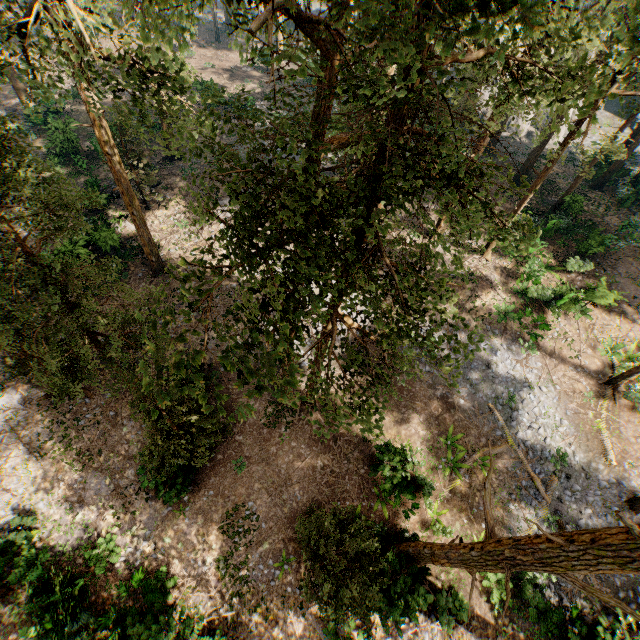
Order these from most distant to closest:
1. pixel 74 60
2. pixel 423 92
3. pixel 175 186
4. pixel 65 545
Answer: pixel 423 92 → pixel 175 186 → pixel 65 545 → pixel 74 60

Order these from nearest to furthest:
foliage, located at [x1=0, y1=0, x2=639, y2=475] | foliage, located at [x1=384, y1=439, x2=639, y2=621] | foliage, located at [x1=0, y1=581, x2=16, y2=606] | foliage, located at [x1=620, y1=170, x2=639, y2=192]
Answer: foliage, located at [x1=0, y1=0, x2=639, y2=475] < foliage, located at [x1=384, y1=439, x2=639, y2=621] < foliage, located at [x1=0, y1=581, x2=16, y2=606] < foliage, located at [x1=620, y1=170, x2=639, y2=192]

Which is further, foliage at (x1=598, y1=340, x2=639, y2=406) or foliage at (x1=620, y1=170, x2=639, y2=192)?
foliage at (x1=620, y1=170, x2=639, y2=192)

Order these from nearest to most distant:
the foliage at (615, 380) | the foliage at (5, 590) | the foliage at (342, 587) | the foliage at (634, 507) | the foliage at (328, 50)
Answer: the foliage at (328, 50) < the foliage at (342, 587) < the foliage at (5, 590) < the foliage at (634, 507) < the foliage at (615, 380)

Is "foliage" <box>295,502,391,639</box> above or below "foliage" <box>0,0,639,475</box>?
below

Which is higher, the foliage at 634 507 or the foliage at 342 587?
the foliage at 342 587
